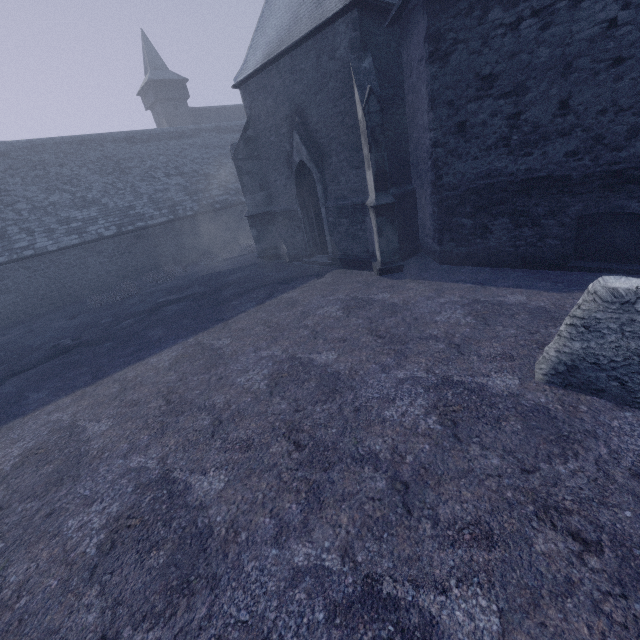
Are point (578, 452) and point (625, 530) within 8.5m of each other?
yes
